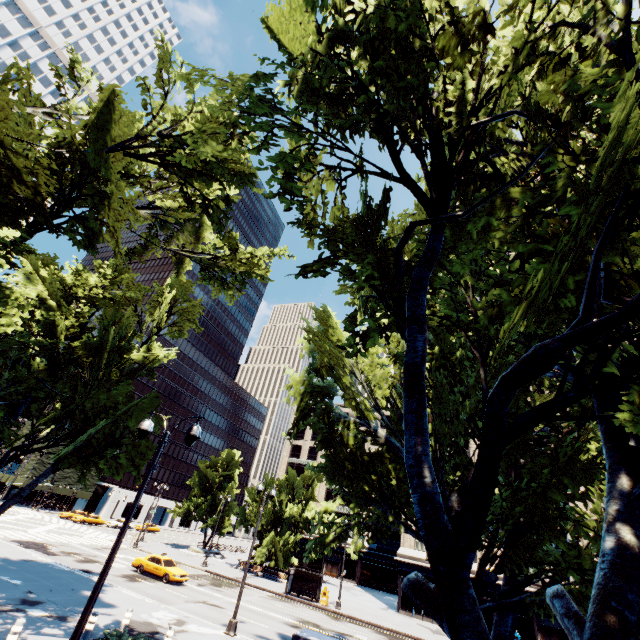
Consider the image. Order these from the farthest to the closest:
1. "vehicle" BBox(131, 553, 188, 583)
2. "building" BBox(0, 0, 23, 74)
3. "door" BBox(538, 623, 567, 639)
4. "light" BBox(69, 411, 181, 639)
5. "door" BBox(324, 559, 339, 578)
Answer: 1. "building" BBox(0, 0, 23, 74)
2. "door" BBox(324, 559, 339, 578)
3. "door" BBox(538, 623, 567, 639)
4. "vehicle" BBox(131, 553, 188, 583)
5. "light" BBox(69, 411, 181, 639)

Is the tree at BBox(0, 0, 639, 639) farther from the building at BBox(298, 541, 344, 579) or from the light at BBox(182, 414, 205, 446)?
the building at BBox(298, 541, 344, 579)

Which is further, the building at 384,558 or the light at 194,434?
the building at 384,558

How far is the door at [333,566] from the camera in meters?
56.8

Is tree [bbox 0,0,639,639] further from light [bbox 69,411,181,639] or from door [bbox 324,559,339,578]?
door [bbox 324,559,339,578]

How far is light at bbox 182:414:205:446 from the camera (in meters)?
8.76

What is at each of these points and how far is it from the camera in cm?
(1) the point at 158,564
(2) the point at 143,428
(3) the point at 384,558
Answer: (1) vehicle, 2694
(2) light, 948
(3) building, 5538

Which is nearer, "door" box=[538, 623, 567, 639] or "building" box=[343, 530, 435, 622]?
"door" box=[538, 623, 567, 639]
